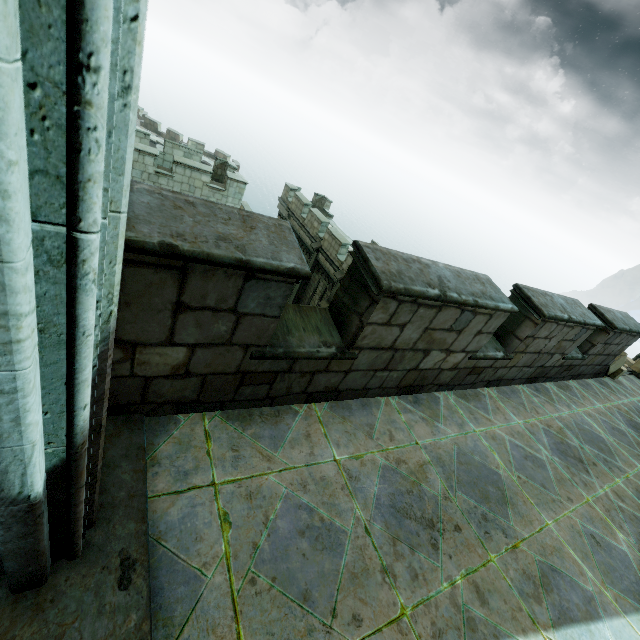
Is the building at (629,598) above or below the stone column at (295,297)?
above

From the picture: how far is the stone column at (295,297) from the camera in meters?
21.6 m

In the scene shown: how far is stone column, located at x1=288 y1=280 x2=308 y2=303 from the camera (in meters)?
21.64

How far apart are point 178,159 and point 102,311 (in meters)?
19.61

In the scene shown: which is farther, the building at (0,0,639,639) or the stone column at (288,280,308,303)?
the stone column at (288,280,308,303)

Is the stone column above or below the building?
below
